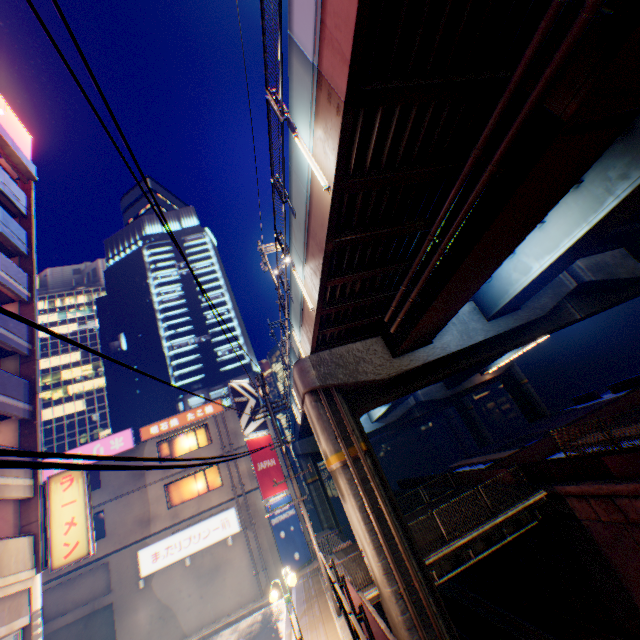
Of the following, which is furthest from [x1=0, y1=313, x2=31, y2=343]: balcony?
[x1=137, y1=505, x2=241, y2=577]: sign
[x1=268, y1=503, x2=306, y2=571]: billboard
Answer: [x1=268, y1=503, x2=306, y2=571]: billboard

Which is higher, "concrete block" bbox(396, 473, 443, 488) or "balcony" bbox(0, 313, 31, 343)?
"balcony" bbox(0, 313, 31, 343)

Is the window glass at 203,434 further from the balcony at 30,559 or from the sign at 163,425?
the balcony at 30,559

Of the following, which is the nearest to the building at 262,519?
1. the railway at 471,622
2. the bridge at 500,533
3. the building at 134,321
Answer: the railway at 471,622

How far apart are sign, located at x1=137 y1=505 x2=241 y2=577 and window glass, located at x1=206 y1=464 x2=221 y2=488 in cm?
162

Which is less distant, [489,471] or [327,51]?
[327,51]

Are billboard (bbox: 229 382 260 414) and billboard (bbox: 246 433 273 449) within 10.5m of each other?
yes

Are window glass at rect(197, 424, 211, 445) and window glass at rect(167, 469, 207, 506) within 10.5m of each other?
yes
